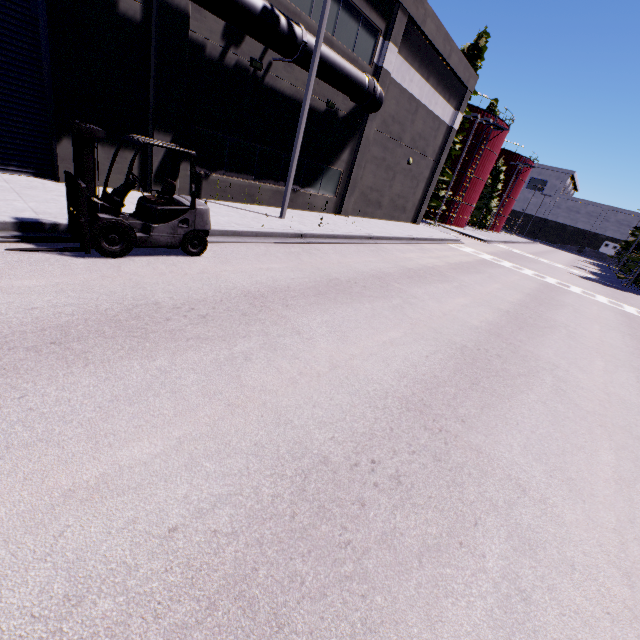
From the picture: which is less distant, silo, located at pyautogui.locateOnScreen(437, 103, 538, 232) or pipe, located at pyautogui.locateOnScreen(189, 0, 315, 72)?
pipe, located at pyautogui.locateOnScreen(189, 0, 315, 72)

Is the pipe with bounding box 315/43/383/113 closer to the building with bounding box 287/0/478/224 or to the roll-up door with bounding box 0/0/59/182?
the building with bounding box 287/0/478/224

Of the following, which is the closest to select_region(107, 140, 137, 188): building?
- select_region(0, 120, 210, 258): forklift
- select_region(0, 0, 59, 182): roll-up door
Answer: select_region(0, 0, 59, 182): roll-up door

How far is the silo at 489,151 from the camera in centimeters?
3572cm

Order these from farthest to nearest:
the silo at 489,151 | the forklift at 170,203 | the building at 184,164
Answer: the silo at 489,151 < the building at 184,164 < the forklift at 170,203

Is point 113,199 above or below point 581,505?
above

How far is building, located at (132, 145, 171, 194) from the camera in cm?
1043

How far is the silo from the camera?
35.7 meters
